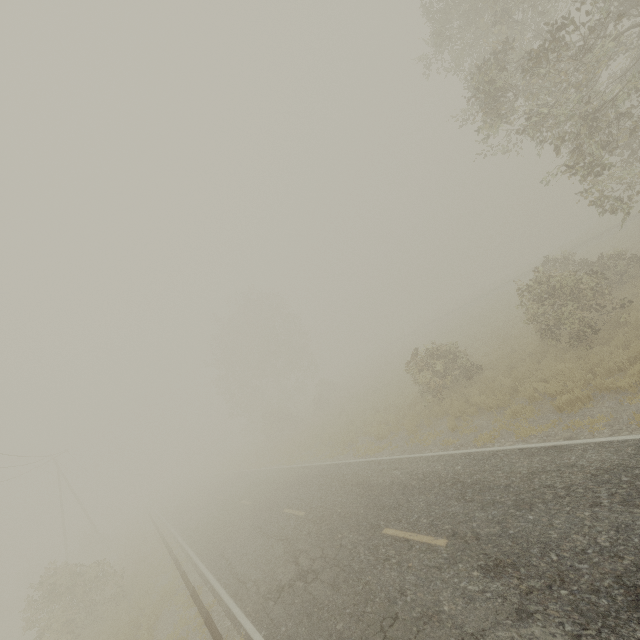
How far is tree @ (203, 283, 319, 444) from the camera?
39.5 meters

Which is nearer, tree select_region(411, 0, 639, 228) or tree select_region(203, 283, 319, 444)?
tree select_region(411, 0, 639, 228)

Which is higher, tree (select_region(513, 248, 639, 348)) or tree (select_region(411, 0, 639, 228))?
tree (select_region(411, 0, 639, 228))

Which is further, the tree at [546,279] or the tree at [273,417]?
the tree at [273,417]

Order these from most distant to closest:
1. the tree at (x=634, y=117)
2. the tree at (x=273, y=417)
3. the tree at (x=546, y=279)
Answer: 1. the tree at (x=273, y=417)
2. the tree at (x=546, y=279)
3. the tree at (x=634, y=117)

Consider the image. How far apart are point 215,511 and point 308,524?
13.57m

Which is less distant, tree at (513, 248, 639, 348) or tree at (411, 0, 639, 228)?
tree at (411, 0, 639, 228)
